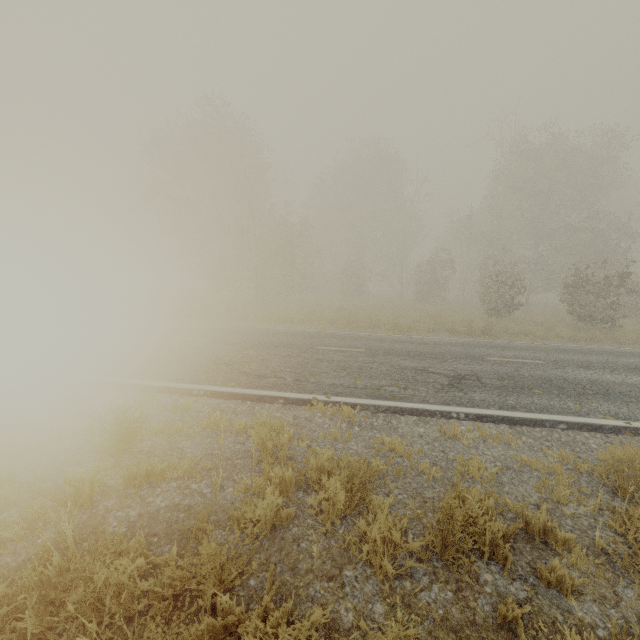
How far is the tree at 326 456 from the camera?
3.7 meters

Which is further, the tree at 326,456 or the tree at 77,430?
the tree at 77,430

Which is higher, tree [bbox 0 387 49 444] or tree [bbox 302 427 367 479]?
tree [bbox 302 427 367 479]

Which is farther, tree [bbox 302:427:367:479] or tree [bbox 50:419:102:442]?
tree [bbox 50:419:102:442]

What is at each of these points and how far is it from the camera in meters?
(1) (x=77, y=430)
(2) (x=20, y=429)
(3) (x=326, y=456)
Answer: (1) tree, 4.9 m
(2) tree, 4.8 m
(3) tree, 4.1 m

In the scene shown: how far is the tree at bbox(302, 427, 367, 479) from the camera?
3.66m
